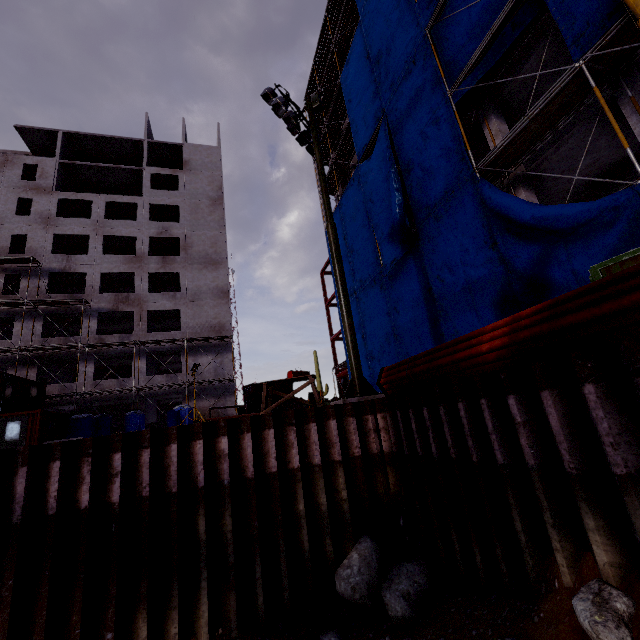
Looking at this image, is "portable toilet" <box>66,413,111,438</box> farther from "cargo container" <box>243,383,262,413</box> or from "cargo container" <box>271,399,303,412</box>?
"cargo container" <box>243,383,262,413</box>

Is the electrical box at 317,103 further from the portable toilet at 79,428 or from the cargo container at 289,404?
the cargo container at 289,404

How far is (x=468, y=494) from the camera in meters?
5.1

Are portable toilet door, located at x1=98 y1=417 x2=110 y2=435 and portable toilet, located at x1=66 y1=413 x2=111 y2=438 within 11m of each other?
yes

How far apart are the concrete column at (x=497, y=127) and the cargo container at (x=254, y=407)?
33.40m

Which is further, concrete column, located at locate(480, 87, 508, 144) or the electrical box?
concrete column, located at locate(480, 87, 508, 144)

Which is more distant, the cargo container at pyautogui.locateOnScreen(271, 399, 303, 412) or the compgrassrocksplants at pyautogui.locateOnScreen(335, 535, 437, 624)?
the cargo container at pyautogui.locateOnScreen(271, 399, 303, 412)

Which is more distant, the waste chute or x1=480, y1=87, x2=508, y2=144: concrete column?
x1=480, y1=87, x2=508, y2=144: concrete column
